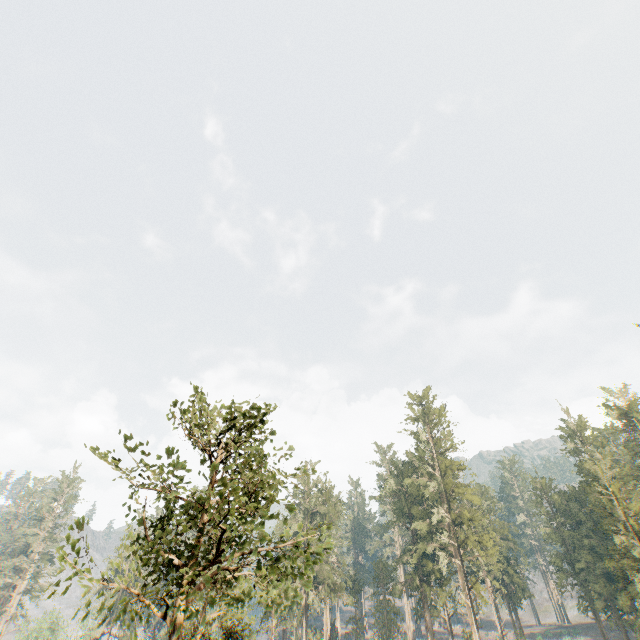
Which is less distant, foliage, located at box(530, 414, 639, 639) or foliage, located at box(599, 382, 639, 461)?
foliage, located at box(530, 414, 639, 639)

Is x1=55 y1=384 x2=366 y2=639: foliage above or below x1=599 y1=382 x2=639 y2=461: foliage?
below

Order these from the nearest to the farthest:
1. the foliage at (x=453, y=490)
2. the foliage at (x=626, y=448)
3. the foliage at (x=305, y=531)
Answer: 1. the foliage at (x=305, y=531)
2. the foliage at (x=453, y=490)
3. the foliage at (x=626, y=448)

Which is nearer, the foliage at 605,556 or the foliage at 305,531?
the foliage at 305,531

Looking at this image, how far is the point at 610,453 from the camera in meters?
53.6 m
